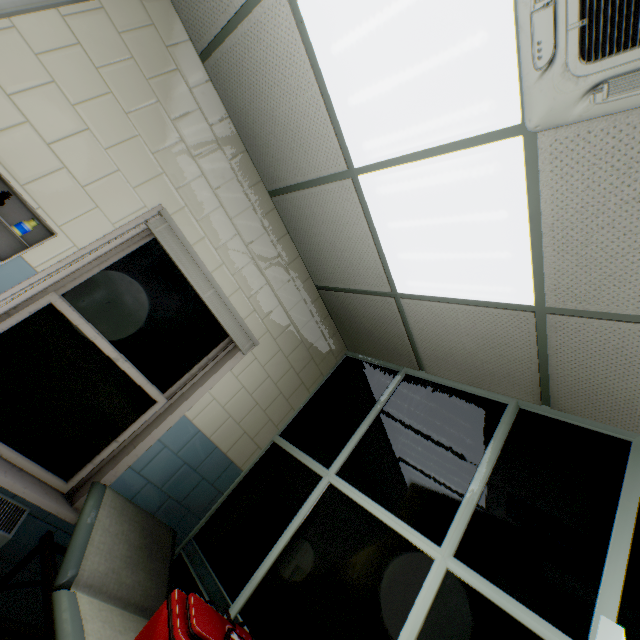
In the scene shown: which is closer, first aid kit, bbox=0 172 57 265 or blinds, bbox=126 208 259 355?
first aid kit, bbox=0 172 57 265

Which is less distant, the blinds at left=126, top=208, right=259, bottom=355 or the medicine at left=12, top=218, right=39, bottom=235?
the medicine at left=12, top=218, right=39, bottom=235

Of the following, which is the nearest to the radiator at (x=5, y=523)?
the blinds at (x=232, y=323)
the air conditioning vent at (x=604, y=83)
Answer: the blinds at (x=232, y=323)

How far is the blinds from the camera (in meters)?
2.22

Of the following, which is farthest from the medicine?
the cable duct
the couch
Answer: the couch

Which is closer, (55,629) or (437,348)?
(55,629)

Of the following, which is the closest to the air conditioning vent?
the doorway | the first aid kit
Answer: the doorway

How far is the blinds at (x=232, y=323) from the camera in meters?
2.2 m
